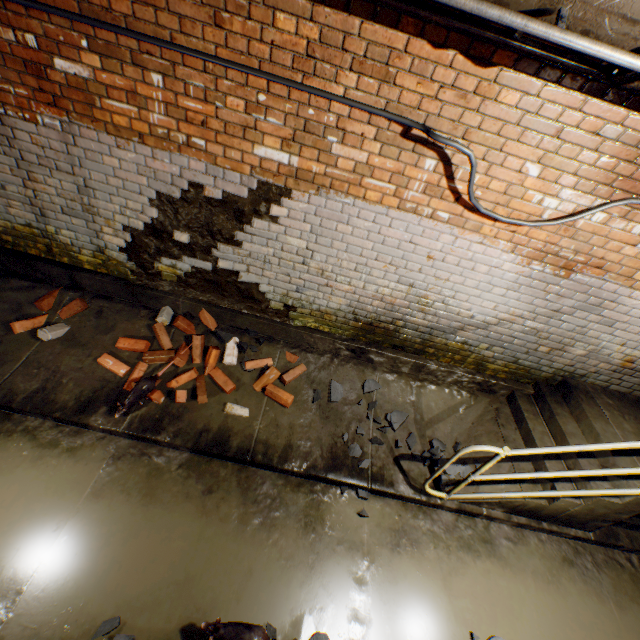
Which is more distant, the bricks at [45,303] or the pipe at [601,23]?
the bricks at [45,303]

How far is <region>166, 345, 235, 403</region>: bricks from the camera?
3.4 meters

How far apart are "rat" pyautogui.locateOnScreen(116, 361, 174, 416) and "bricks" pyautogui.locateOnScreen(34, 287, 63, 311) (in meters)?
1.39

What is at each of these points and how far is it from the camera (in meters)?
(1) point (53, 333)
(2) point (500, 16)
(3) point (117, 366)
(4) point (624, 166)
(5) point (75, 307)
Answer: (1) bricks, 3.40
(2) pipe railing, 1.24
(3) bricks, 3.42
(4) building tunnel, 2.39
(5) bricks, 3.59

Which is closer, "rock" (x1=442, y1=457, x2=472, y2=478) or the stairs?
the stairs

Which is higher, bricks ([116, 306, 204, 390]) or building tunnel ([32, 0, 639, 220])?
building tunnel ([32, 0, 639, 220])

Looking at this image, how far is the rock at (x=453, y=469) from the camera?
3.5 meters

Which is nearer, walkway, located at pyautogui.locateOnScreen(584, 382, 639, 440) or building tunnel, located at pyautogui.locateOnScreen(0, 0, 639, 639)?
building tunnel, located at pyautogui.locateOnScreen(0, 0, 639, 639)
